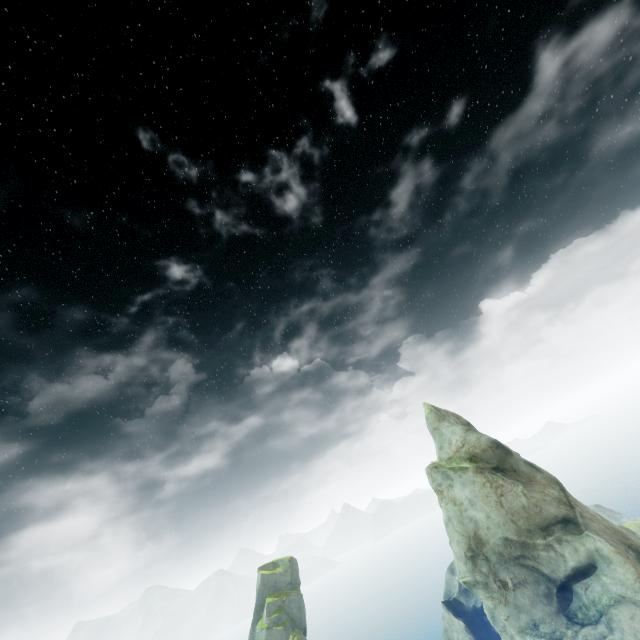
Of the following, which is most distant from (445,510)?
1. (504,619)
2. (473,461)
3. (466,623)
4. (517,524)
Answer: (466,623)
